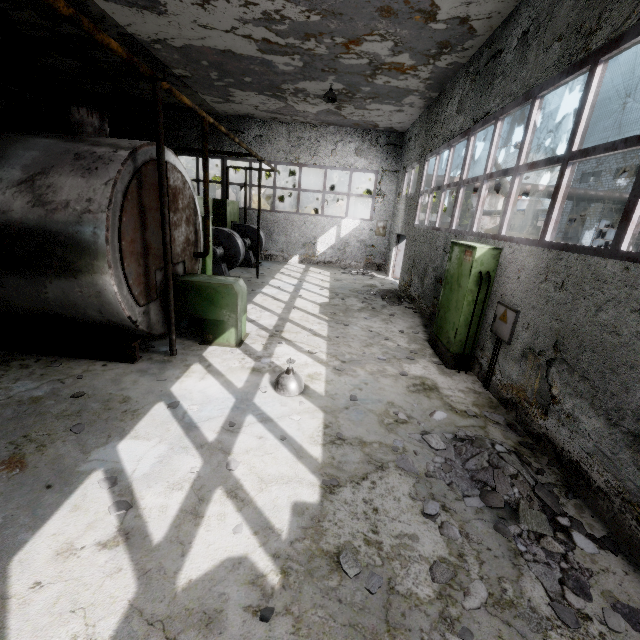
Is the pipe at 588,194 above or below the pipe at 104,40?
above

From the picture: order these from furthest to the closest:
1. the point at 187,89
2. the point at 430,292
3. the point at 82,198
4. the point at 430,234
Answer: the point at 187,89 < the point at 430,234 < the point at 430,292 < the point at 82,198

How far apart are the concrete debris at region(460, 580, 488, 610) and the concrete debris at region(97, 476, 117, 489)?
3.10m

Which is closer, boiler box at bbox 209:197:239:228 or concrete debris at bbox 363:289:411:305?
concrete debris at bbox 363:289:411:305

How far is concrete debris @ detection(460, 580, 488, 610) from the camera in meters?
2.5

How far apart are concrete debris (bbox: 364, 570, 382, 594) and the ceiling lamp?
2.6 meters

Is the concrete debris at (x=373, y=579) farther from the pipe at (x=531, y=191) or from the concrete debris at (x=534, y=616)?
the pipe at (x=531, y=191)

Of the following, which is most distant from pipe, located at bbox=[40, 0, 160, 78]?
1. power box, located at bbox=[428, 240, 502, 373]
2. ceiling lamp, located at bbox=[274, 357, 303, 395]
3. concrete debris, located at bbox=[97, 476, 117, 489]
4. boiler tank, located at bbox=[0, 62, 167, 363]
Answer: concrete debris, located at bbox=[97, 476, 117, 489]
